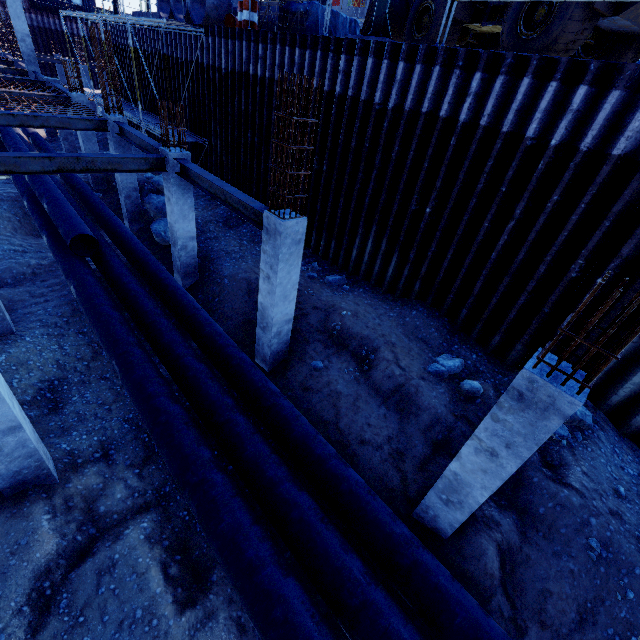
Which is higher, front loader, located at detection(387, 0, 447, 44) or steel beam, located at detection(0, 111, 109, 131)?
front loader, located at detection(387, 0, 447, 44)

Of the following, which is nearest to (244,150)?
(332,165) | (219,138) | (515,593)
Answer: (219,138)

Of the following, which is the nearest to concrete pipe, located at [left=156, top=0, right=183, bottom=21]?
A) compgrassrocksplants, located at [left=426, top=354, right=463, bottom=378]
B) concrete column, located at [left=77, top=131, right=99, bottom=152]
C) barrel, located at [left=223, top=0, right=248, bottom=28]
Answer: barrel, located at [left=223, top=0, right=248, bottom=28]

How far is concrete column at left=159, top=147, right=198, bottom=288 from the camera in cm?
881

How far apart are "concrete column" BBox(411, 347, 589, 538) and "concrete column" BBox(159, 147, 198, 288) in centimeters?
934cm

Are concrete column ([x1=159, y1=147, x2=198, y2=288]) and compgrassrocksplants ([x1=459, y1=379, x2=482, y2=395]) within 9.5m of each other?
yes

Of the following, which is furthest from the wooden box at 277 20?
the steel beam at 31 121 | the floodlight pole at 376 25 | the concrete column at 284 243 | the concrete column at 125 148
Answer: the concrete column at 284 243

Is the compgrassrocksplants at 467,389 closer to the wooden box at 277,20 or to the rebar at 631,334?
the rebar at 631,334
